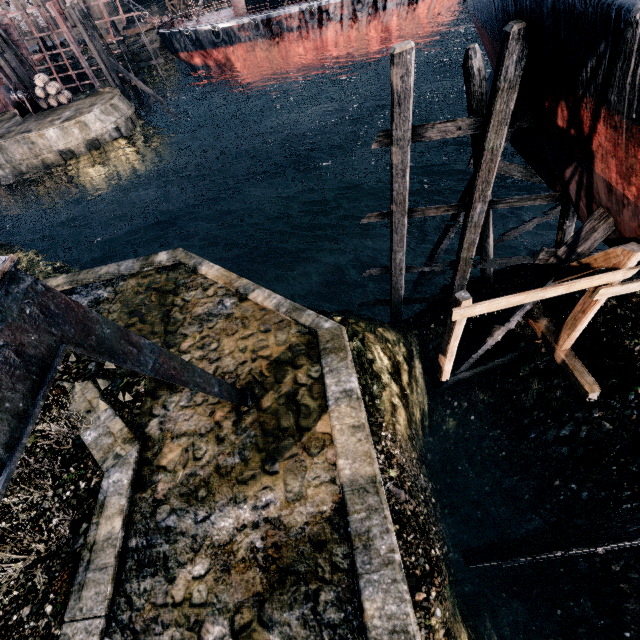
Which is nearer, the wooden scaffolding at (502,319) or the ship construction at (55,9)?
the wooden scaffolding at (502,319)

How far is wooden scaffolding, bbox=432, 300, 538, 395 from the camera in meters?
11.0

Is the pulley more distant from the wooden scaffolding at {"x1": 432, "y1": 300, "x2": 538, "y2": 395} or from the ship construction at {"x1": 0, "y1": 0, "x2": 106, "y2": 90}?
the wooden scaffolding at {"x1": 432, "y1": 300, "x2": 538, "y2": 395}

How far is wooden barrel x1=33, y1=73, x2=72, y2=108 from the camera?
31.8 meters

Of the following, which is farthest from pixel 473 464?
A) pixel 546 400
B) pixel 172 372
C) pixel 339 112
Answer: pixel 339 112

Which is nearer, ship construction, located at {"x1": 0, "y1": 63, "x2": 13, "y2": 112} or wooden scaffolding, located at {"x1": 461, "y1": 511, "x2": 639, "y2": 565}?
wooden scaffolding, located at {"x1": 461, "y1": 511, "x2": 639, "y2": 565}

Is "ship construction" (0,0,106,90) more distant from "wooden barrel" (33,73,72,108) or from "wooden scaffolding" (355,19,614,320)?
"wooden scaffolding" (355,19,614,320)

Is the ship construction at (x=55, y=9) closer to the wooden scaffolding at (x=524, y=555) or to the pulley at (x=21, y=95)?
the pulley at (x=21, y=95)
